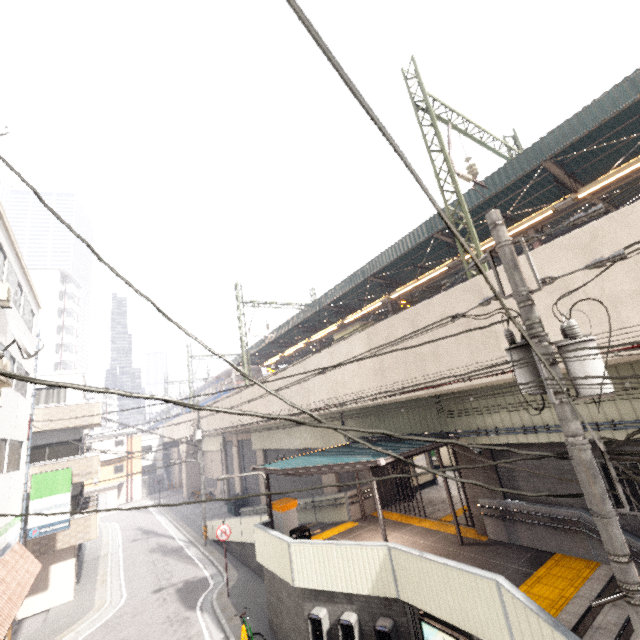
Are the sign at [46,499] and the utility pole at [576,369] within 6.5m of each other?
no

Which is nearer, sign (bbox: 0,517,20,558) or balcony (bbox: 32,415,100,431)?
sign (bbox: 0,517,20,558)

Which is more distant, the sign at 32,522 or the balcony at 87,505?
the balcony at 87,505

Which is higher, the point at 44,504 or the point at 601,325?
the point at 601,325

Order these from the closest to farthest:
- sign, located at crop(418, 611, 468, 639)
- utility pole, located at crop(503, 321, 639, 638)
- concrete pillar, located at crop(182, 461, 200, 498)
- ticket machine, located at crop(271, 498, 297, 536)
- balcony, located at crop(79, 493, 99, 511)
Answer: utility pole, located at crop(503, 321, 639, 638) → sign, located at crop(418, 611, 468, 639) → ticket machine, located at crop(271, 498, 297, 536) → balcony, located at crop(79, 493, 99, 511) → concrete pillar, located at crop(182, 461, 200, 498)

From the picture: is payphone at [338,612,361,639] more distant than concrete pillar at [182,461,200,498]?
No

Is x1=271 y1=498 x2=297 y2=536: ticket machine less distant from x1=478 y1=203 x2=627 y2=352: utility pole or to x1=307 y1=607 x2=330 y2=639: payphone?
x1=307 y1=607 x2=330 y2=639: payphone

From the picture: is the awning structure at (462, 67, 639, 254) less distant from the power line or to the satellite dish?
the power line
